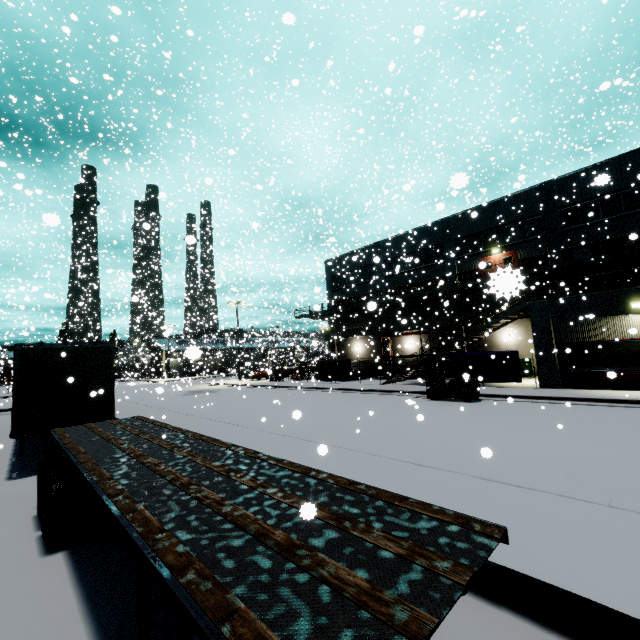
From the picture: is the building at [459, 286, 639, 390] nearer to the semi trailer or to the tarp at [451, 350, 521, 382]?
the semi trailer

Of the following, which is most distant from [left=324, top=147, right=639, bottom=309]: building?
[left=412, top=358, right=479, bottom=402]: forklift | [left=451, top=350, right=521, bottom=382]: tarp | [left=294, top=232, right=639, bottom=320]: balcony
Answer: [left=412, top=358, right=479, bottom=402]: forklift

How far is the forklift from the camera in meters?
16.3 m

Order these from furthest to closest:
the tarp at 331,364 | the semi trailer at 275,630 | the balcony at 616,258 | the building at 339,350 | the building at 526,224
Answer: the building at 339,350, the tarp at 331,364, the building at 526,224, the balcony at 616,258, the semi trailer at 275,630

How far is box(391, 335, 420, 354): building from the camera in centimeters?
3231cm

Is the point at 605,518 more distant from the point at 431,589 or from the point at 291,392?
the point at 291,392

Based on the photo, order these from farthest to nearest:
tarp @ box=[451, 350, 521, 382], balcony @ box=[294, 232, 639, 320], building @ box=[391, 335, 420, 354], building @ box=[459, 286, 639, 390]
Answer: building @ box=[391, 335, 420, 354] → tarp @ box=[451, 350, 521, 382] → building @ box=[459, 286, 639, 390] → balcony @ box=[294, 232, 639, 320]

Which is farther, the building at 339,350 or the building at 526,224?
the building at 339,350
